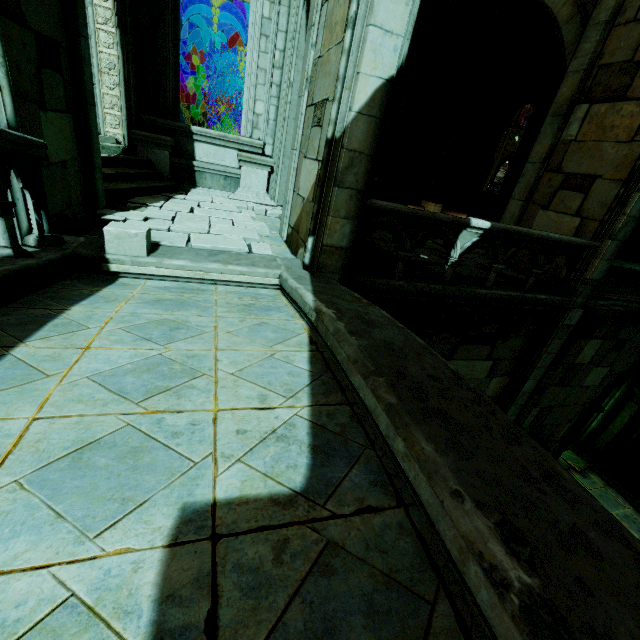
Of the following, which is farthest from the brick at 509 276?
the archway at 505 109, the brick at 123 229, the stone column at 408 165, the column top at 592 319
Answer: the brick at 123 229

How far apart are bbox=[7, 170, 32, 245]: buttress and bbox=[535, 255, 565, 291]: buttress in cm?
902

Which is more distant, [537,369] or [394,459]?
[537,369]

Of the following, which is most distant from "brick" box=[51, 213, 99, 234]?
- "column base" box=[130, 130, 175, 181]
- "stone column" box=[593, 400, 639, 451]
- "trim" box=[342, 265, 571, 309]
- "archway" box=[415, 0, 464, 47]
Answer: "stone column" box=[593, 400, 639, 451]

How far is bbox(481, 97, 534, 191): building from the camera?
29.5m

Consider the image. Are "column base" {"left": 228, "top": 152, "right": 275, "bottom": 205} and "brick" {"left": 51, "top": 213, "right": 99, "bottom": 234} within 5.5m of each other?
yes

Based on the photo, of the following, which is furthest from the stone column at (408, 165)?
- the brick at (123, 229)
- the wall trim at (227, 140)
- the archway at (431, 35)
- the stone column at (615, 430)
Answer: the stone column at (615, 430)

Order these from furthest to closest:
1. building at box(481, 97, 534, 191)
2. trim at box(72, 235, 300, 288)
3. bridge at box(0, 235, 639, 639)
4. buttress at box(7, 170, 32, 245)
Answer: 1. building at box(481, 97, 534, 191)
2. trim at box(72, 235, 300, 288)
3. buttress at box(7, 170, 32, 245)
4. bridge at box(0, 235, 639, 639)
